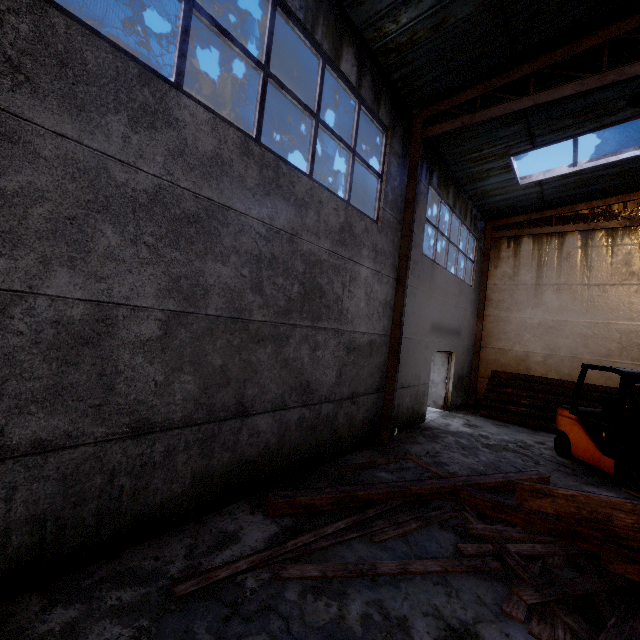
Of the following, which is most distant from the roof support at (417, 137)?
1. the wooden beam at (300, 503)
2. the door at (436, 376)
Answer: the door at (436, 376)

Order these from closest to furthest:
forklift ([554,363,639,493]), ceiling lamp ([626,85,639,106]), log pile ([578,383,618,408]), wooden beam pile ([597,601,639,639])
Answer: wooden beam pile ([597,601,639,639]), ceiling lamp ([626,85,639,106]), forklift ([554,363,639,493]), log pile ([578,383,618,408])

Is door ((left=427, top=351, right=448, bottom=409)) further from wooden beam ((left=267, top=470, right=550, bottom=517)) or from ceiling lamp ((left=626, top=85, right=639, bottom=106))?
ceiling lamp ((left=626, top=85, right=639, bottom=106))

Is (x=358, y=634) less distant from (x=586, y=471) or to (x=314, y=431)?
(x=314, y=431)

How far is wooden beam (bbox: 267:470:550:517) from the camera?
4.2m

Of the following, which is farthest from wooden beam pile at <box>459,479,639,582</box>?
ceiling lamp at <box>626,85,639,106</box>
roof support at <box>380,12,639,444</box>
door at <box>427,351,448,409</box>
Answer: door at <box>427,351,448,409</box>

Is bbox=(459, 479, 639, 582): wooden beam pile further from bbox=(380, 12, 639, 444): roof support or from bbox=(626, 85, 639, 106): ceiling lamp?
bbox=(626, 85, 639, 106): ceiling lamp

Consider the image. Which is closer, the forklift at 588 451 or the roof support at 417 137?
the roof support at 417 137
